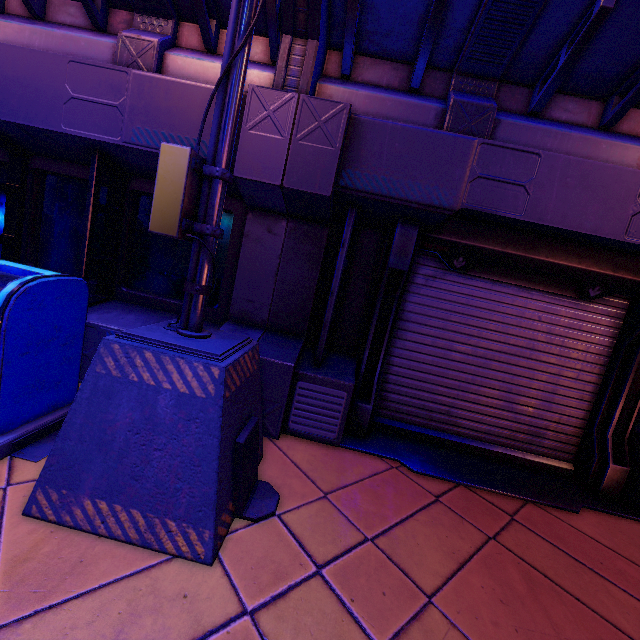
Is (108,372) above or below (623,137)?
below
